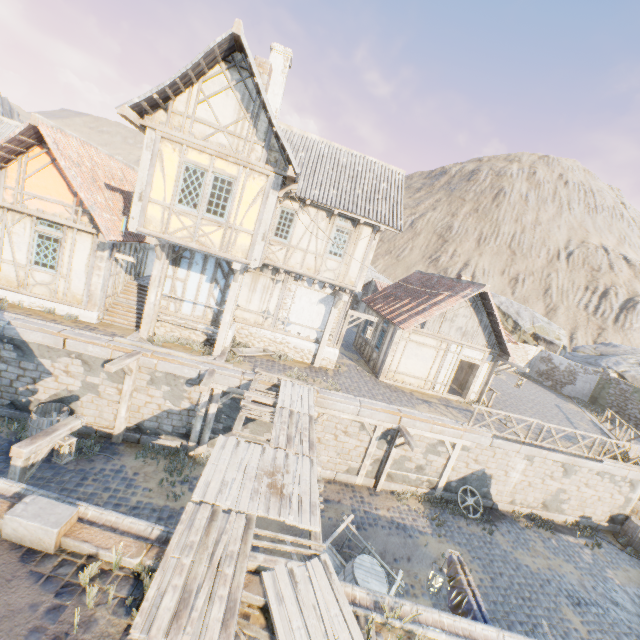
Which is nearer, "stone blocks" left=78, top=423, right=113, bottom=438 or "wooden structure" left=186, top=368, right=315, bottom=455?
"wooden structure" left=186, top=368, right=315, bottom=455

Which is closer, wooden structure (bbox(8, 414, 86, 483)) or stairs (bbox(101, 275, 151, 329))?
wooden structure (bbox(8, 414, 86, 483))

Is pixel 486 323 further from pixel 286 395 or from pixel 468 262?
pixel 468 262

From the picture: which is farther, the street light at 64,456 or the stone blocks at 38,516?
the street light at 64,456

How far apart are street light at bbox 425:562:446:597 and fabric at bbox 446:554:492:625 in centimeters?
28cm

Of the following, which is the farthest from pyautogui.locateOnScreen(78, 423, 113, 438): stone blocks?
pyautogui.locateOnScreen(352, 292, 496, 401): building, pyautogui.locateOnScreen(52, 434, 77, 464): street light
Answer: pyautogui.locateOnScreen(52, 434, 77, 464): street light

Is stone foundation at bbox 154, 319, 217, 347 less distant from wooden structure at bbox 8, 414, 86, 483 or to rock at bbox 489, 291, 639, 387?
wooden structure at bbox 8, 414, 86, 483

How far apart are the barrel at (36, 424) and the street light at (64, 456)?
3.3 meters
